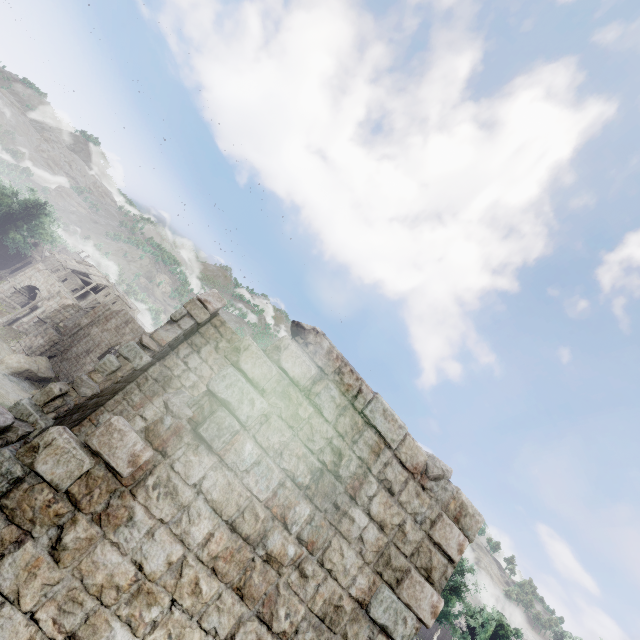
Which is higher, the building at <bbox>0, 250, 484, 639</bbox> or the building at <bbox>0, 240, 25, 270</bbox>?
the building at <bbox>0, 250, 484, 639</bbox>

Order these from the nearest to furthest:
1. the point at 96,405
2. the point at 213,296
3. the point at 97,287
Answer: the point at 96,405, the point at 213,296, the point at 97,287

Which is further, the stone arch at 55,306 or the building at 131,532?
the stone arch at 55,306

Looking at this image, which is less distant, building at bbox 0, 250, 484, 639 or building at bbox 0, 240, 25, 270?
building at bbox 0, 250, 484, 639

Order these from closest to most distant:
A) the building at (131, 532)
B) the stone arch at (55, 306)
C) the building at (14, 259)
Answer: the building at (131, 532)
the stone arch at (55, 306)
the building at (14, 259)

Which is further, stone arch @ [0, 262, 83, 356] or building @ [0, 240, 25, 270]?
building @ [0, 240, 25, 270]

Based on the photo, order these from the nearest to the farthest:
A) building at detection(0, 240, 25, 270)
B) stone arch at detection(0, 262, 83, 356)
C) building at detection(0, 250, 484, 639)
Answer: building at detection(0, 250, 484, 639)
stone arch at detection(0, 262, 83, 356)
building at detection(0, 240, 25, 270)
